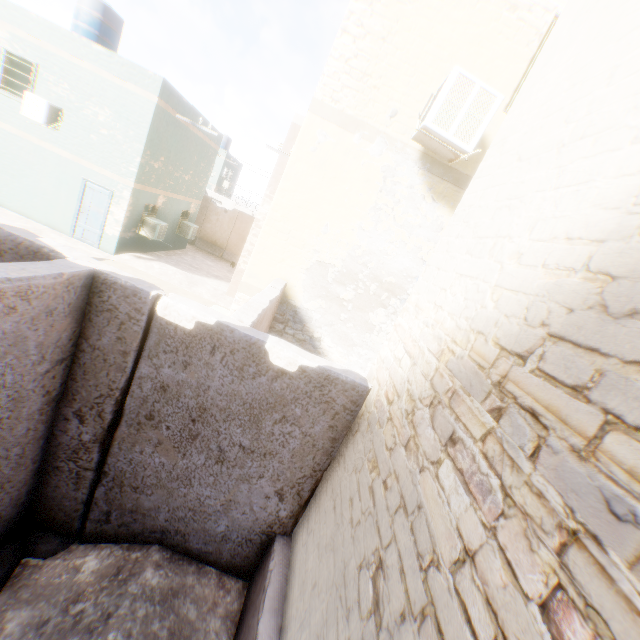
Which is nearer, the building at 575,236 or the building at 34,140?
the building at 575,236

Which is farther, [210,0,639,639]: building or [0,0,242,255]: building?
[0,0,242,255]: building

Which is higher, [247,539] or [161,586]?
[247,539]
